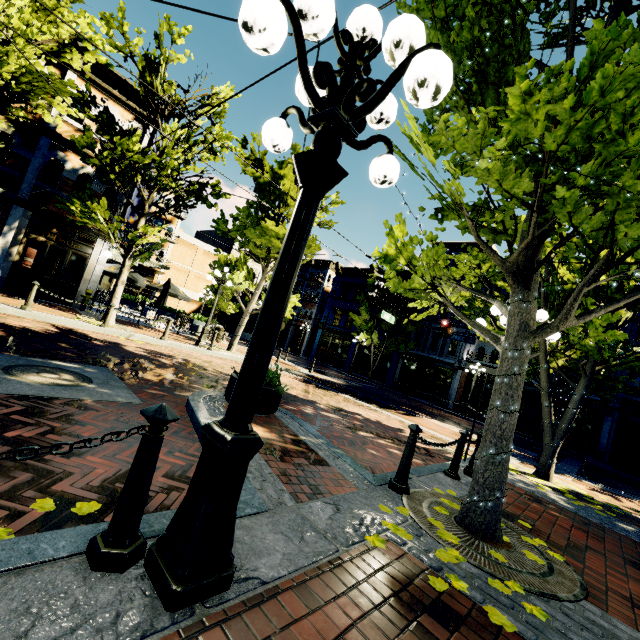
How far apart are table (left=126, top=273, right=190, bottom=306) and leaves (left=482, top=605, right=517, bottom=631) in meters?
19.3 m

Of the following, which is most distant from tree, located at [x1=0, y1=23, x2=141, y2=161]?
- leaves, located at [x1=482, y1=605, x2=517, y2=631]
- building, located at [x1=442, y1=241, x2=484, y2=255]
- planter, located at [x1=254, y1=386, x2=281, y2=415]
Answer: planter, located at [x1=254, y1=386, x2=281, y2=415]

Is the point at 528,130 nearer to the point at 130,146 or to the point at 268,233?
the point at 130,146

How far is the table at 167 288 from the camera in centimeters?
1689cm

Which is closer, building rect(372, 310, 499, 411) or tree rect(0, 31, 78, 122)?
tree rect(0, 31, 78, 122)

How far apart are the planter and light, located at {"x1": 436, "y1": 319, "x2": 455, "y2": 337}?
13.7m

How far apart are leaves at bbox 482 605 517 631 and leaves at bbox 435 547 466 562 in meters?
Result: 0.4 m

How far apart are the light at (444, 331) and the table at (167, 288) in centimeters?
1476cm
